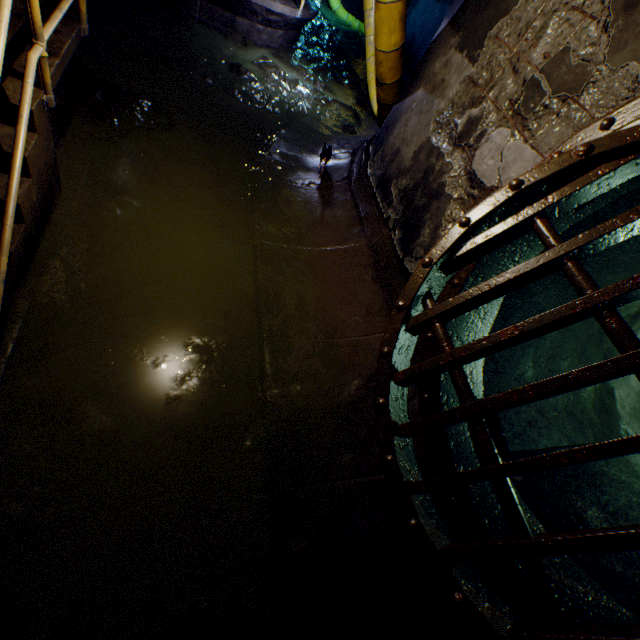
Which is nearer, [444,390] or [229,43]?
[444,390]

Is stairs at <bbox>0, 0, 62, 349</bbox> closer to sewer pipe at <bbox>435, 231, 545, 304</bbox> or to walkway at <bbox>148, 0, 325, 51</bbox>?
walkway at <bbox>148, 0, 325, 51</bbox>

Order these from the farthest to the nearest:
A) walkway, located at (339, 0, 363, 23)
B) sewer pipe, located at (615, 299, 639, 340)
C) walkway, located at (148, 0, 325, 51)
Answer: walkway, located at (339, 0, 363, 23) → walkway, located at (148, 0, 325, 51) → sewer pipe, located at (615, 299, 639, 340)

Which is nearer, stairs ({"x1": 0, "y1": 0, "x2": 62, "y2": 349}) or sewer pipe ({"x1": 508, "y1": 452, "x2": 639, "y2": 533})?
stairs ({"x1": 0, "y1": 0, "x2": 62, "y2": 349})

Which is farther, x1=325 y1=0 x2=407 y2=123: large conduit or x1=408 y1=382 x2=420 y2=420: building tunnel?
x1=325 y1=0 x2=407 y2=123: large conduit

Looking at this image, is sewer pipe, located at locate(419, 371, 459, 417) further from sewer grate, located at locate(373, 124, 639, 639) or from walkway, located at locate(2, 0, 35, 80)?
walkway, located at locate(2, 0, 35, 80)

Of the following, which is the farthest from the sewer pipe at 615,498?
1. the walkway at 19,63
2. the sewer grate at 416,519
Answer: the walkway at 19,63
